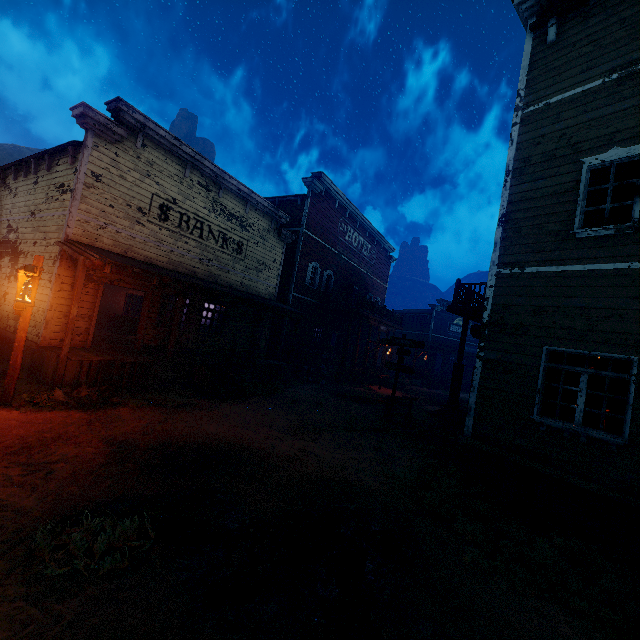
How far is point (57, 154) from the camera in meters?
10.6 m

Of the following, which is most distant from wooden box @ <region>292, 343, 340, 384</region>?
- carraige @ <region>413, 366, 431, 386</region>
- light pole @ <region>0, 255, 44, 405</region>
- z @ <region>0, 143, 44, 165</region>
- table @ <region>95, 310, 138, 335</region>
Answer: light pole @ <region>0, 255, 44, 405</region>

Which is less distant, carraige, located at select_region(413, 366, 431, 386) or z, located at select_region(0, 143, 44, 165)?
carraige, located at select_region(413, 366, 431, 386)

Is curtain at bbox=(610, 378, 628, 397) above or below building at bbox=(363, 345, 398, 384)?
above

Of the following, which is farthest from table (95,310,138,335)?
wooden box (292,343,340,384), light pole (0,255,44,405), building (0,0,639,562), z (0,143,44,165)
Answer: light pole (0,255,44,405)

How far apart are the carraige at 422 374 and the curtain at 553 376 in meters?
21.2

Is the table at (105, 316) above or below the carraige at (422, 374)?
above

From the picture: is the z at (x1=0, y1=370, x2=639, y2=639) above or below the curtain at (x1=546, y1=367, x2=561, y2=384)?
below
